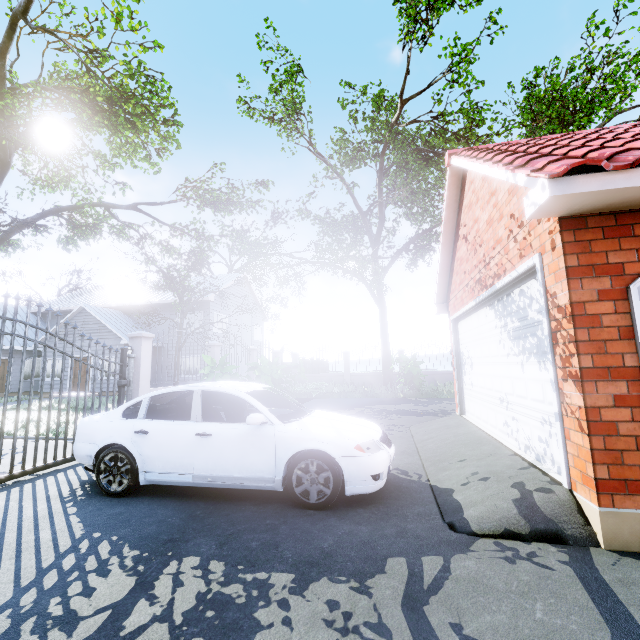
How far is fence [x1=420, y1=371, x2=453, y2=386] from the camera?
18.46m

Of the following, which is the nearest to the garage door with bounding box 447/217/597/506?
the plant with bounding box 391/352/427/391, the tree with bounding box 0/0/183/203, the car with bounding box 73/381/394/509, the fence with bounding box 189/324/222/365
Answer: the car with bounding box 73/381/394/509

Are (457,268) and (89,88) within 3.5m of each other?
no

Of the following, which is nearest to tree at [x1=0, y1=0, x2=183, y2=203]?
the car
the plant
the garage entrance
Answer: the car

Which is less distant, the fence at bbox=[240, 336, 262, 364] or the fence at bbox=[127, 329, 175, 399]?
the fence at bbox=[127, 329, 175, 399]

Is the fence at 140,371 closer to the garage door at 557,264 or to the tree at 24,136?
the tree at 24,136

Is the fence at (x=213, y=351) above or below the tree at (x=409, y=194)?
below
